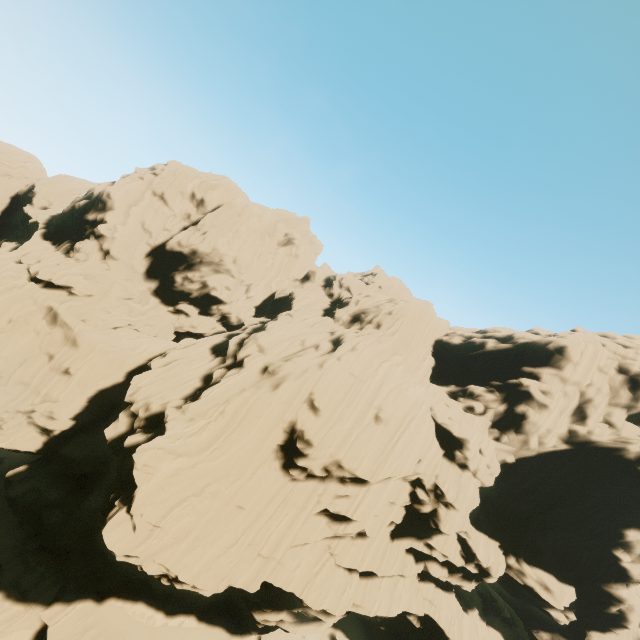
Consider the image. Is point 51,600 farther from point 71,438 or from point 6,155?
point 6,155
